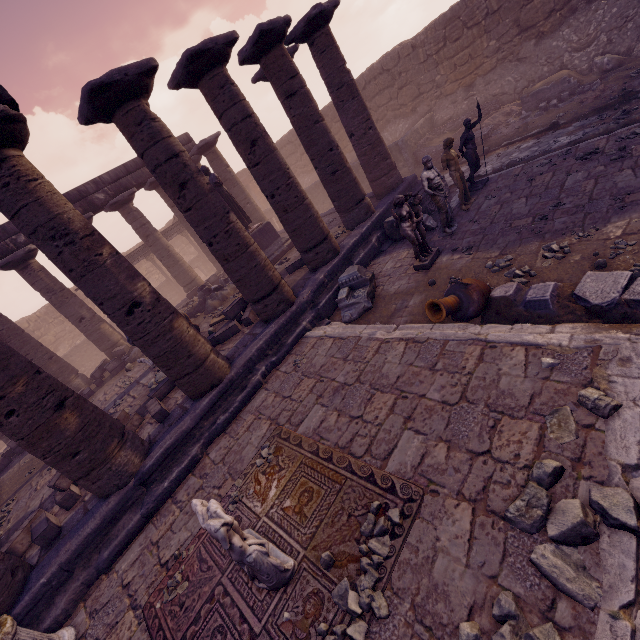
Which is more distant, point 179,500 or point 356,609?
point 179,500

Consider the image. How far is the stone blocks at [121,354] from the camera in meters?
12.6 m

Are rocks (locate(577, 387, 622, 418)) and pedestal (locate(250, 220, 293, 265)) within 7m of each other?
no

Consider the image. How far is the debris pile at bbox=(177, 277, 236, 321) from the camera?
12.32m

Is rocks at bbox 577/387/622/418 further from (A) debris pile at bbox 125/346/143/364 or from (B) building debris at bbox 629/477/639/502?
(A) debris pile at bbox 125/346/143/364

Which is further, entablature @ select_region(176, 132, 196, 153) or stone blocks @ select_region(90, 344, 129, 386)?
entablature @ select_region(176, 132, 196, 153)

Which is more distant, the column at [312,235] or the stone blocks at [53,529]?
the column at [312,235]

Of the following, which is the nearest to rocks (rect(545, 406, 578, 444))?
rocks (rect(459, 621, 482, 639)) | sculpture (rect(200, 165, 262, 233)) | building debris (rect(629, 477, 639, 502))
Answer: building debris (rect(629, 477, 639, 502))
